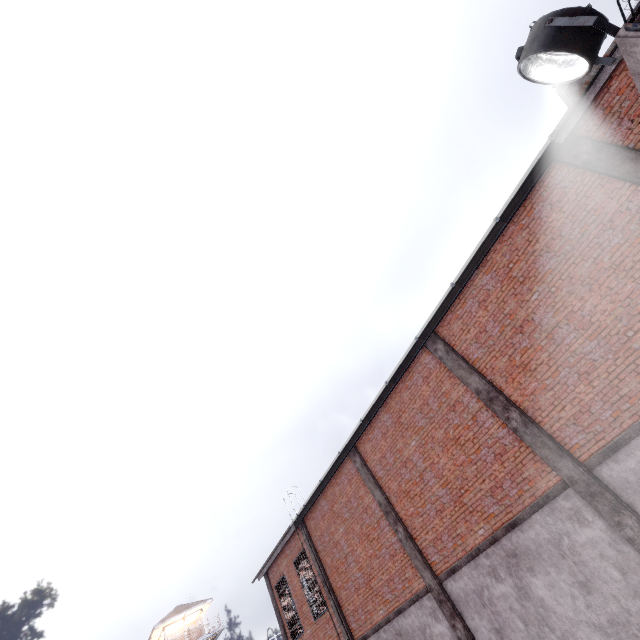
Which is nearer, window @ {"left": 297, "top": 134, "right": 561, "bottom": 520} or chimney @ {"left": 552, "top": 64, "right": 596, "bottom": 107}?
window @ {"left": 297, "top": 134, "right": 561, "bottom": 520}

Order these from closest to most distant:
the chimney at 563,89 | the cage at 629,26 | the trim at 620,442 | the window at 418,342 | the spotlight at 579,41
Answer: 1. the cage at 629,26
2. the spotlight at 579,41
3. the trim at 620,442
4. the window at 418,342
5. the chimney at 563,89

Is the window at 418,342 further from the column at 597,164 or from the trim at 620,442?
the trim at 620,442

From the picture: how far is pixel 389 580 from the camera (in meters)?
11.58

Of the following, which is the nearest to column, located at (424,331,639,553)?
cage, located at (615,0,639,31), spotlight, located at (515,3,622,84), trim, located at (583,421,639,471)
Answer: trim, located at (583,421,639,471)

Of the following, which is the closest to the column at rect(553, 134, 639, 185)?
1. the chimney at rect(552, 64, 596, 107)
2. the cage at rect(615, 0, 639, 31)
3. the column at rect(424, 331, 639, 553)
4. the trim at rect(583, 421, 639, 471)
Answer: the trim at rect(583, 421, 639, 471)

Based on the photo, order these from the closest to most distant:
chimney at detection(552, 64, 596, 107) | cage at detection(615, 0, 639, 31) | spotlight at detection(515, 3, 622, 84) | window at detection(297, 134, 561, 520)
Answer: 1. cage at detection(615, 0, 639, 31)
2. spotlight at detection(515, 3, 622, 84)
3. window at detection(297, 134, 561, 520)
4. chimney at detection(552, 64, 596, 107)

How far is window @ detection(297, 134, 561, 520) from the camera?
7.79m
